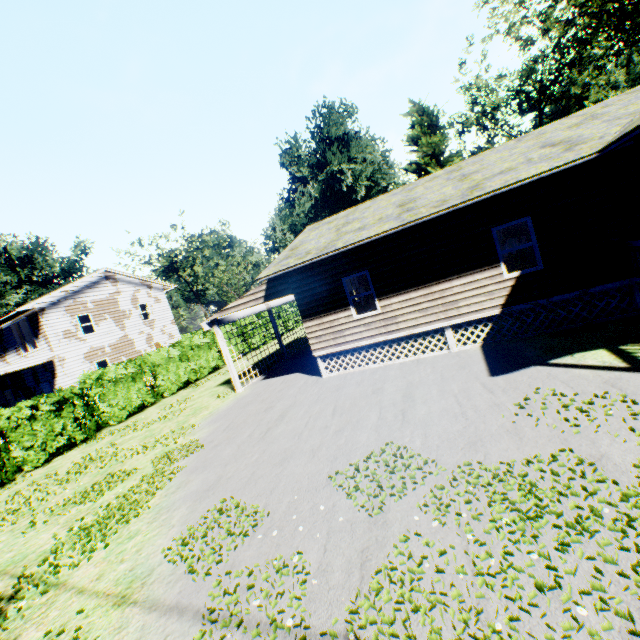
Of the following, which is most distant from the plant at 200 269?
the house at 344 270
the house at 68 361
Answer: the house at 344 270

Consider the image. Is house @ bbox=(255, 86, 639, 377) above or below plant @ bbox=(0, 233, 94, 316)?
below

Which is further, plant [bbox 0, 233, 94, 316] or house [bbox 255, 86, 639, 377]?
plant [bbox 0, 233, 94, 316]

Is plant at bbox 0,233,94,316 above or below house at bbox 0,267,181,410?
above

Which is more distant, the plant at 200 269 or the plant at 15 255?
the plant at 200 269

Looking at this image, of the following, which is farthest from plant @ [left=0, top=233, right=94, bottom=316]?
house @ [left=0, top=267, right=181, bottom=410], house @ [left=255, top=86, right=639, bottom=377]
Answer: house @ [left=255, top=86, right=639, bottom=377]

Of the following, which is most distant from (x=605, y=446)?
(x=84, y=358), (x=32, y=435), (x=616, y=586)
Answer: (x=84, y=358)

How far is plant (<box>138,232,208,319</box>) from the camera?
49.9 meters
